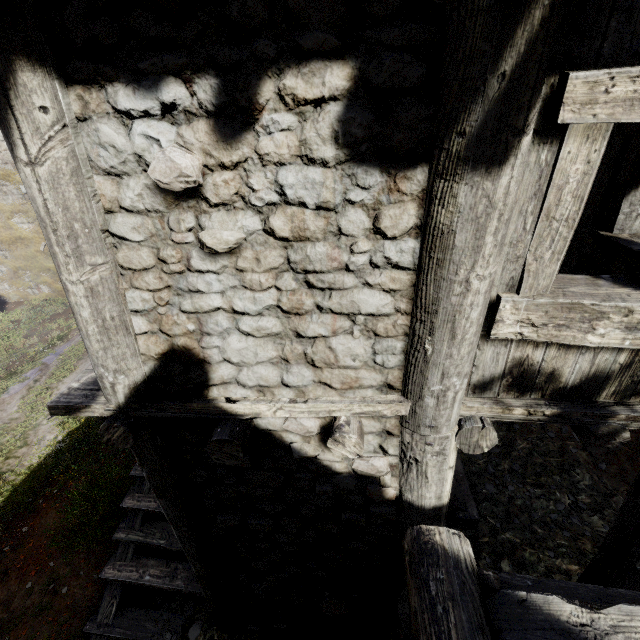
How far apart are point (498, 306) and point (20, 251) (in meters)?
21.08
